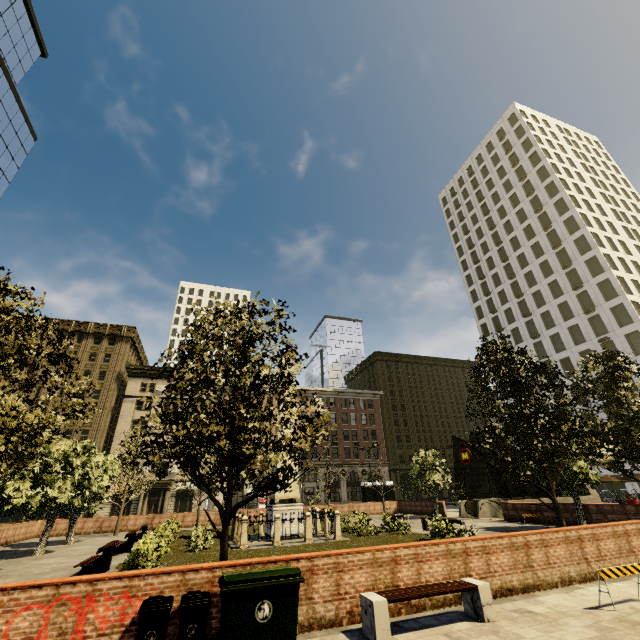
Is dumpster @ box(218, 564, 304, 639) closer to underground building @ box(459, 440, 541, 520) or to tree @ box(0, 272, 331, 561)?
tree @ box(0, 272, 331, 561)

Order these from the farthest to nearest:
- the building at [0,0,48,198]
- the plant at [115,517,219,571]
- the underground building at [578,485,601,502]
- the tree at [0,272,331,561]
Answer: → the building at [0,0,48,198], the underground building at [578,485,601,502], the plant at [115,517,219,571], the tree at [0,272,331,561]

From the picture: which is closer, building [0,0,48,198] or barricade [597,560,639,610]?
barricade [597,560,639,610]

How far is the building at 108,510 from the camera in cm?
4312

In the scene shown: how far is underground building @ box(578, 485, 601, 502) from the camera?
27.36m

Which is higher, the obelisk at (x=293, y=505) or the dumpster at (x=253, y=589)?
the obelisk at (x=293, y=505)

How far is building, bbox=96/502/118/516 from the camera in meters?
43.1 m

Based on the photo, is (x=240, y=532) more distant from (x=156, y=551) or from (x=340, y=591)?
(x=340, y=591)
